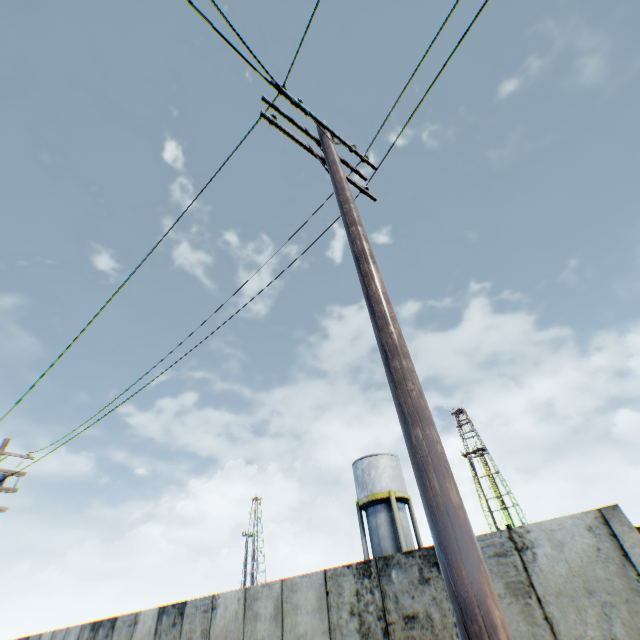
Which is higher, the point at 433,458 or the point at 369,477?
the point at 369,477

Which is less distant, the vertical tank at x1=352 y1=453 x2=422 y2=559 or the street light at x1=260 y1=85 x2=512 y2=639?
the street light at x1=260 y1=85 x2=512 y2=639

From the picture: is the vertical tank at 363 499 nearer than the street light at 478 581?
No

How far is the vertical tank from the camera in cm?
2292

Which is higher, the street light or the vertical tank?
the vertical tank

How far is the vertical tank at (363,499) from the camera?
22.9 meters
